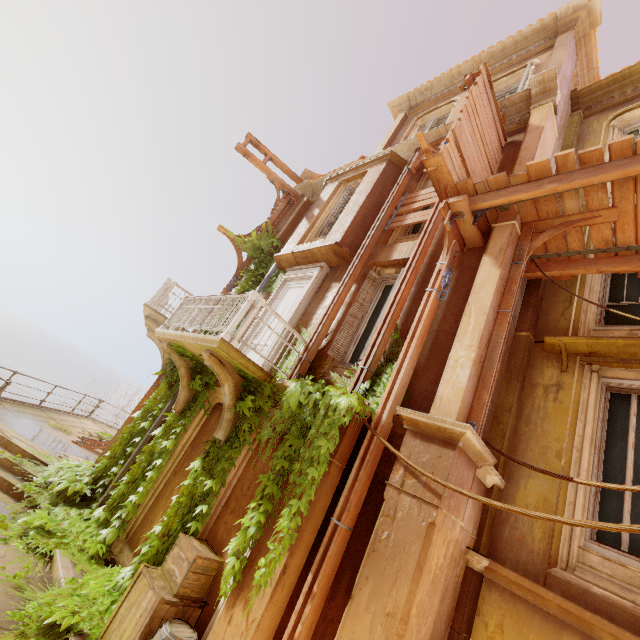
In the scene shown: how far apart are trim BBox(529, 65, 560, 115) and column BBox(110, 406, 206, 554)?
9.1 meters

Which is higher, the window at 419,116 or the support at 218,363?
the window at 419,116

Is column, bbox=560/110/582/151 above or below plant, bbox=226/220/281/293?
above

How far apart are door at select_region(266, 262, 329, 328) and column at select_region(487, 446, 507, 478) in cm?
462

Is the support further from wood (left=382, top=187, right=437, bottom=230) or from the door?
wood (left=382, top=187, right=437, bottom=230)

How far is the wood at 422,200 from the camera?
7.88m

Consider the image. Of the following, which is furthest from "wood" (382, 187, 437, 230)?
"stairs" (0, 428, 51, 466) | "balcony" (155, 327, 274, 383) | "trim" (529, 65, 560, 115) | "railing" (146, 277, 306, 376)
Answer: "stairs" (0, 428, 51, 466)

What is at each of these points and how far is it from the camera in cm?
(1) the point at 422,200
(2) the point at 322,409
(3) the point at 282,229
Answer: (1) wood, 831
(2) plant, 505
(3) column, 1245
